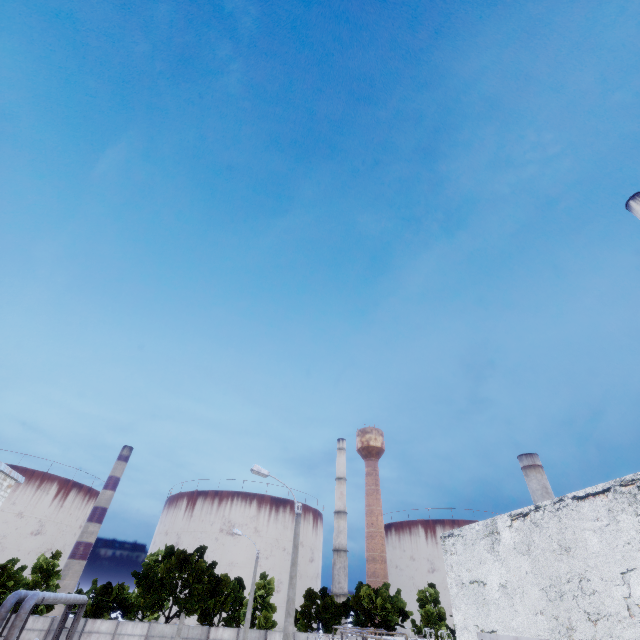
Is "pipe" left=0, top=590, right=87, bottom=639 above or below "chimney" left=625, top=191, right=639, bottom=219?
below

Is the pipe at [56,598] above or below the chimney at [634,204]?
below

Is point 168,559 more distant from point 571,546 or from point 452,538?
point 571,546

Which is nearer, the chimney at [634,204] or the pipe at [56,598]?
the pipe at [56,598]

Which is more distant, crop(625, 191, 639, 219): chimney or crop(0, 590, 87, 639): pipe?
crop(625, 191, 639, 219): chimney
